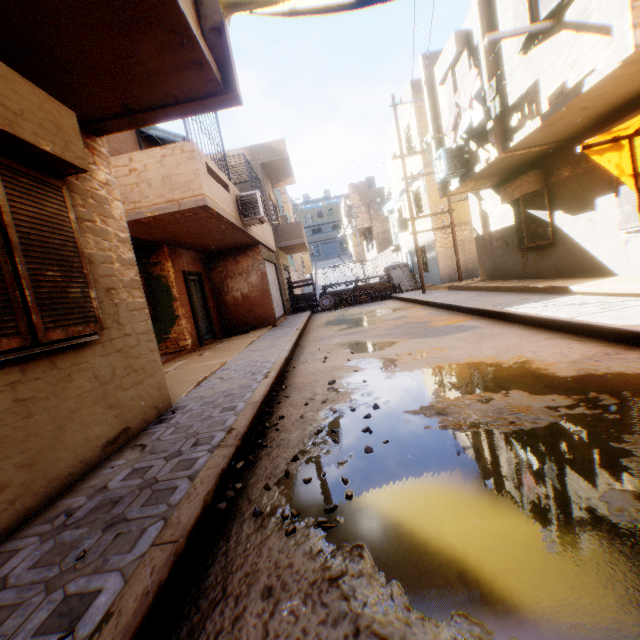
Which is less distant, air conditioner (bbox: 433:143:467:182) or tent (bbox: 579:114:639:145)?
tent (bbox: 579:114:639:145)

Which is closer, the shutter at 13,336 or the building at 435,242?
the shutter at 13,336

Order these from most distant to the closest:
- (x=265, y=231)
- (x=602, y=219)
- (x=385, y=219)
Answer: (x=385, y=219) → (x=265, y=231) → (x=602, y=219)

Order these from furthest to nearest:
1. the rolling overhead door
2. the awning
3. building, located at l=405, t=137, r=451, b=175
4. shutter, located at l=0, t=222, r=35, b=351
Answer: the rolling overhead door, building, located at l=405, t=137, r=451, b=175, the awning, shutter, located at l=0, t=222, r=35, b=351

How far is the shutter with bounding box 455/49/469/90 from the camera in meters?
8.9

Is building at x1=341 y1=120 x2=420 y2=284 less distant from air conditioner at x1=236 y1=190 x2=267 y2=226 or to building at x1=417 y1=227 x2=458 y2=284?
building at x1=417 y1=227 x2=458 y2=284

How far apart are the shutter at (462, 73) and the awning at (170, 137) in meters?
8.2

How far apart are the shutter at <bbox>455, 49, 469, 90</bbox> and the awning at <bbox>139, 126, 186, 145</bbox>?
8.2m
